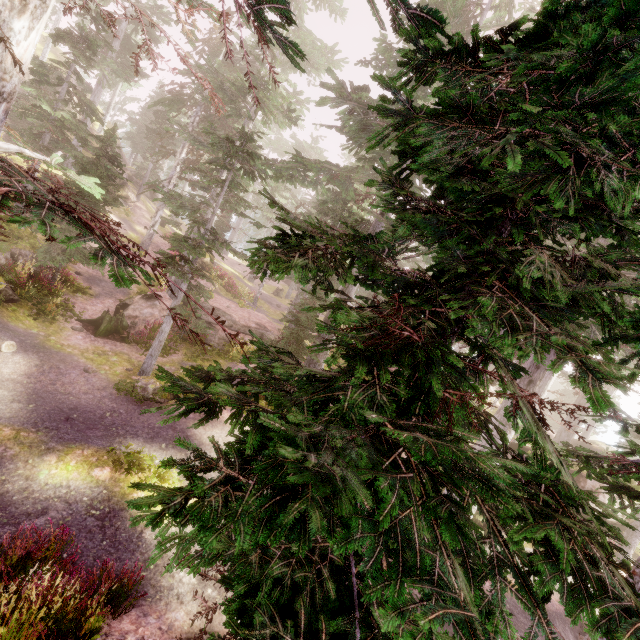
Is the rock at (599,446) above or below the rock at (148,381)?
above

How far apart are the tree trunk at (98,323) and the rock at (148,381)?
3.50m

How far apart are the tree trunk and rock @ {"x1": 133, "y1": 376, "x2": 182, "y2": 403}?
3.50m

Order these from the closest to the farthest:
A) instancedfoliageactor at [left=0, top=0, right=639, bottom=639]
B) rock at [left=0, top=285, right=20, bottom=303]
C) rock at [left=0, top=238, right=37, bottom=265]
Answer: instancedfoliageactor at [left=0, top=0, right=639, bottom=639], rock at [left=0, top=285, right=20, bottom=303], rock at [left=0, top=238, right=37, bottom=265]

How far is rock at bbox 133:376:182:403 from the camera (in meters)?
11.46

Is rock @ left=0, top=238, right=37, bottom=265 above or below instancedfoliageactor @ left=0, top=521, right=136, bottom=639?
above

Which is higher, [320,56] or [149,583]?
[320,56]

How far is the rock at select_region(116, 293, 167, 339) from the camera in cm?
1603
